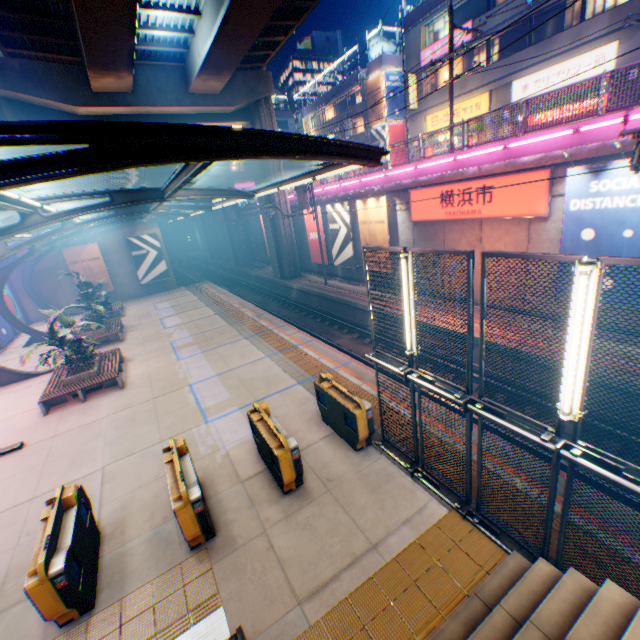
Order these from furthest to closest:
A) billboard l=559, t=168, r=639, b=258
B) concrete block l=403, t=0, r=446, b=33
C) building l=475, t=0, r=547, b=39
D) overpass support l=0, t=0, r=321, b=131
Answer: concrete block l=403, t=0, r=446, b=33 < building l=475, t=0, r=547, b=39 < overpass support l=0, t=0, r=321, b=131 < billboard l=559, t=168, r=639, b=258

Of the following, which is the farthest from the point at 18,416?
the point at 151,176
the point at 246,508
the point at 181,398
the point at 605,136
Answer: the point at 151,176

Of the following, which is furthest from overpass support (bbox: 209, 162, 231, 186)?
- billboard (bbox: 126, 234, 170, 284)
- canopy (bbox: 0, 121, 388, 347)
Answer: billboard (bbox: 126, 234, 170, 284)

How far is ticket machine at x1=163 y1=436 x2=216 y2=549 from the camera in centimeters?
572cm

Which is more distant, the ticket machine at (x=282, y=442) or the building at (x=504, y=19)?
the building at (x=504, y=19)

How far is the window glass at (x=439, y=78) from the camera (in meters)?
24.96

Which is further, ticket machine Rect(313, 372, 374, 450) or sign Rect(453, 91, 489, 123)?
sign Rect(453, 91, 489, 123)

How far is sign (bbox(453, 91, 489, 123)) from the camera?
22.6 meters
